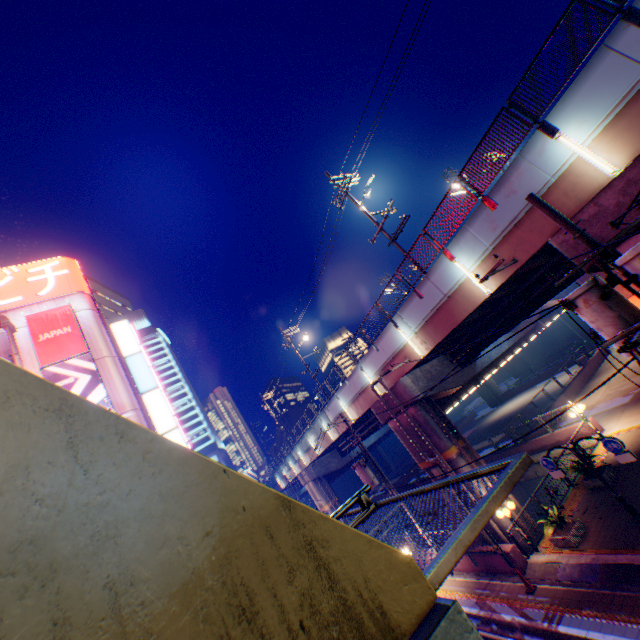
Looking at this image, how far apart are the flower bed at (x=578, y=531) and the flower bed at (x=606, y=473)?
2.7m

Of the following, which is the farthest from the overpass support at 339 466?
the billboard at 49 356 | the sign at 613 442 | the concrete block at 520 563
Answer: the billboard at 49 356

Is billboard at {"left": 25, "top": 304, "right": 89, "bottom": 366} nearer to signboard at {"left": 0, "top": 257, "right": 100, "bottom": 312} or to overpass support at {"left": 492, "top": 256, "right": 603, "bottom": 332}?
signboard at {"left": 0, "top": 257, "right": 100, "bottom": 312}

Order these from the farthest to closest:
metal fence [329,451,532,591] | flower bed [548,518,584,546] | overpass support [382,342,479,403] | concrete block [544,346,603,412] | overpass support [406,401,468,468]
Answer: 1. concrete block [544,346,603,412]
2. overpass support [382,342,479,403]
3. overpass support [406,401,468,468]
4. flower bed [548,518,584,546]
5. metal fence [329,451,532,591]

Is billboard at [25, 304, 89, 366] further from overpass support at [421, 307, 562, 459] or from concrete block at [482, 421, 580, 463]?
concrete block at [482, 421, 580, 463]

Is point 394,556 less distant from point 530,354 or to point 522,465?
point 522,465

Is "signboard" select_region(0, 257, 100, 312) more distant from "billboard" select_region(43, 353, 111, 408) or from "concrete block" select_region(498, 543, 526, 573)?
"concrete block" select_region(498, 543, 526, 573)

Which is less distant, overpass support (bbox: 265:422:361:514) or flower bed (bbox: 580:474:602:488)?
flower bed (bbox: 580:474:602:488)
